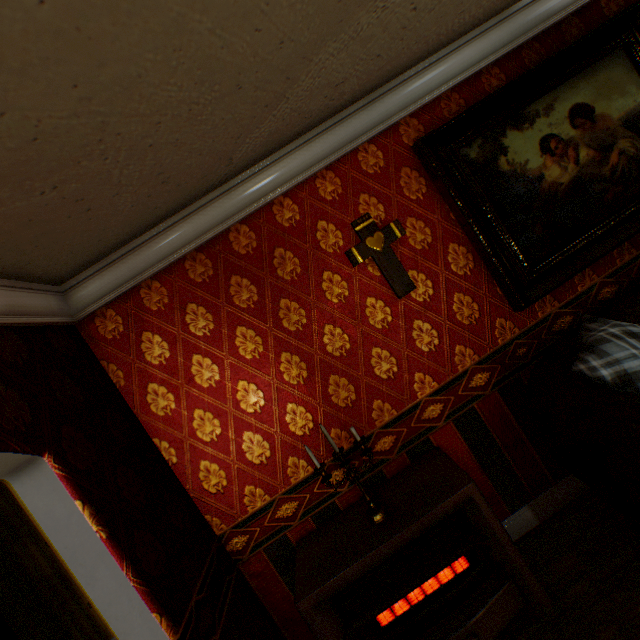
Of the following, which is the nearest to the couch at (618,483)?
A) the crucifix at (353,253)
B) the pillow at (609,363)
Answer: the pillow at (609,363)

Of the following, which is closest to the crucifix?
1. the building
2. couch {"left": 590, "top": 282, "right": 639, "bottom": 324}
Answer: the building

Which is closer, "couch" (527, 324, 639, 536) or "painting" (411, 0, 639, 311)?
"couch" (527, 324, 639, 536)

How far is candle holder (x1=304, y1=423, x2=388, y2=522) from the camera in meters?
2.0 m

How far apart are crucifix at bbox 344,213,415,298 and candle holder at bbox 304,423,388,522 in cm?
97

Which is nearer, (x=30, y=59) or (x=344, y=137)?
(x=30, y=59)

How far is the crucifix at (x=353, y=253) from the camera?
2.23m

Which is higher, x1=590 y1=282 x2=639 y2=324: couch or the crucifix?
the crucifix
